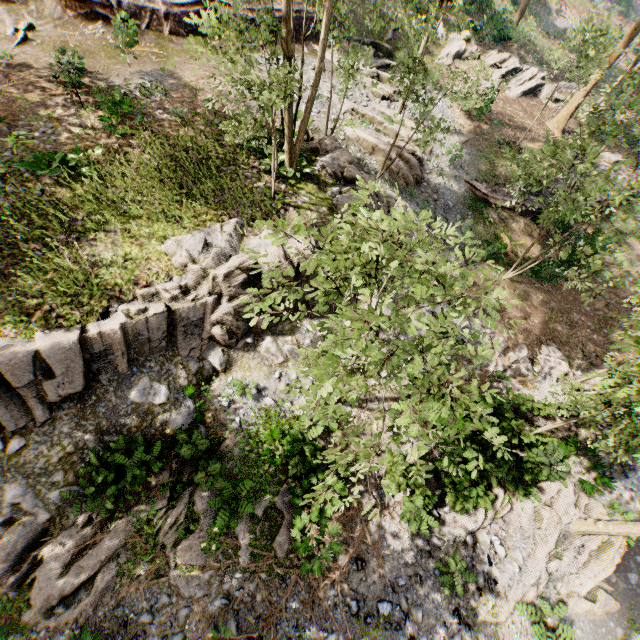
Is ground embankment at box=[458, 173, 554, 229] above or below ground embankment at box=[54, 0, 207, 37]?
below

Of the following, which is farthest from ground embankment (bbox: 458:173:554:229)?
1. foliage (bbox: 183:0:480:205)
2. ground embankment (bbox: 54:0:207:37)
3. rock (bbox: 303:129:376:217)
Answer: ground embankment (bbox: 54:0:207:37)

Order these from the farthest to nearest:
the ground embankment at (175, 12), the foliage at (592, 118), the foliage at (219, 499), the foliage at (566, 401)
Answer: the ground embankment at (175, 12)
the foliage at (592, 118)
the foliage at (219, 499)
the foliage at (566, 401)

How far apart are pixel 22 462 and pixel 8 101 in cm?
1434

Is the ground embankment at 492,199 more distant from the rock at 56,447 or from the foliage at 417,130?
the rock at 56,447

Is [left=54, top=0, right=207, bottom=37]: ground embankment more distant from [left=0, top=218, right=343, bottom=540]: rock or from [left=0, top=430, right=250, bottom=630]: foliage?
[left=0, top=218, right=343, bottom=540]: rock

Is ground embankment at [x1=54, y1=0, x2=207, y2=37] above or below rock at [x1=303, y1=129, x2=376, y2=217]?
above
